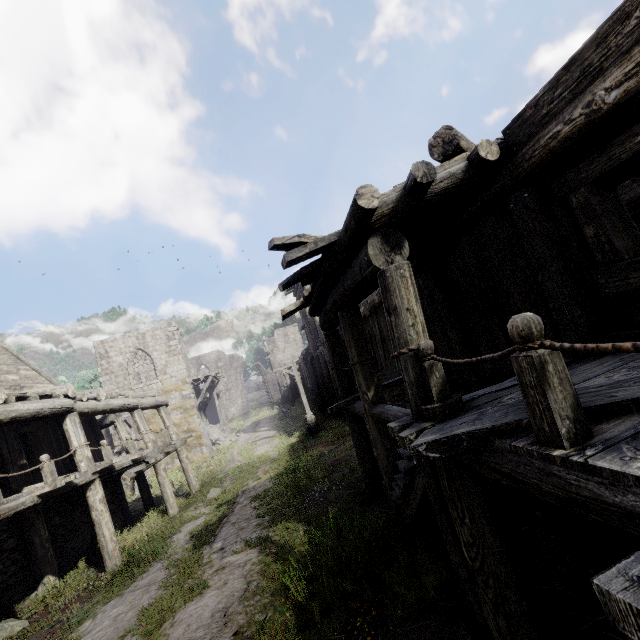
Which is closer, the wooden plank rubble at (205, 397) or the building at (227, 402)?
the wooden plank rubble at (205, 397)

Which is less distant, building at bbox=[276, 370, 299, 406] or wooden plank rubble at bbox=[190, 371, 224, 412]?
wooden plank rubble at bbox=[190, 371, 224, 412]

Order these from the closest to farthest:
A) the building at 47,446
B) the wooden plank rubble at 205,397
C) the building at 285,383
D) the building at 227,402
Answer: the building at 47,446 → the wooden plank rubble at 205,397 → the building at 285,383 → the building at 227,402

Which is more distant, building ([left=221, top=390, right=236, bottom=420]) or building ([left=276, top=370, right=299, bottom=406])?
building ([left=221, top=390, right=236, bottom=420])

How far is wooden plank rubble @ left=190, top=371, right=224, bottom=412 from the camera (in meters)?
26.12

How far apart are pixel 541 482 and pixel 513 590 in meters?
1.9

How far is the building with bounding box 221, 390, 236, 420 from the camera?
47.19m

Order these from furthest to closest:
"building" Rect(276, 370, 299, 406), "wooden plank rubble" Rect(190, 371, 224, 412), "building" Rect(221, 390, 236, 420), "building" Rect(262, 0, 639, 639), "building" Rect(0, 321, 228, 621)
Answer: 1. "building" Rect(221, 390, 236, 420)
2. "building" Rect(276, 370, 299, 406)
3. "wooden plank rubble" Rect(190, 371, 224, 412)
4. "building" Rect(0, 321, 228, 621)
5. "building" Rect(262, 0, 639, 639)
